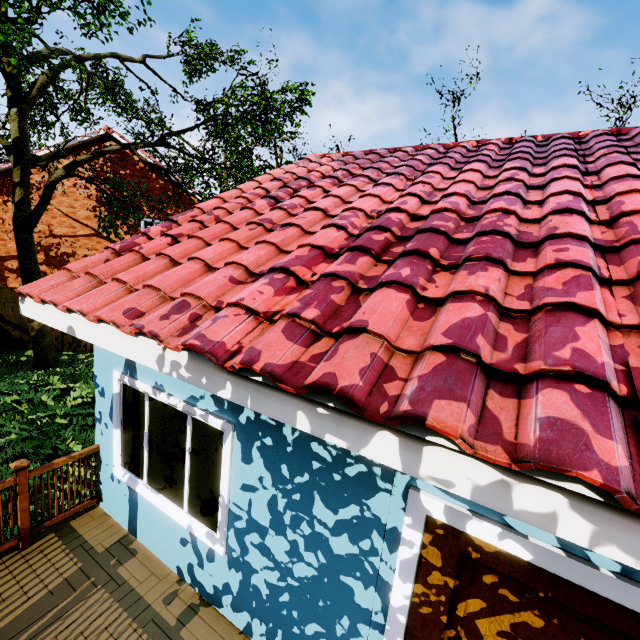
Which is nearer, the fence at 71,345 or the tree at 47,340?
the tree at 47,340

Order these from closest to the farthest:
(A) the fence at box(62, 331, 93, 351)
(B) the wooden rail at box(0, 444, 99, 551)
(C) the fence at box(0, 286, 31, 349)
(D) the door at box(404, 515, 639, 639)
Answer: (D) the door at box(404, 515, 639, 639), (B) the wooden rail at box(0, 444, 99, 551), (C) the fence at box(0, 286, 31, 349), (A) the fence at box(62, 331, 93, 351)

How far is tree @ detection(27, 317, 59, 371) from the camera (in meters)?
10.37

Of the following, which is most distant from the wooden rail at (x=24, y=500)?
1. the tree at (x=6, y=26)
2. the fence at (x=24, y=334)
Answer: the tree at (x=6, y=26)

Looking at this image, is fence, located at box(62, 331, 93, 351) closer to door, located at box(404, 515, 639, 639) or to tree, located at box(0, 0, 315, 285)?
tree, located at box(0, 0, 315, 285)

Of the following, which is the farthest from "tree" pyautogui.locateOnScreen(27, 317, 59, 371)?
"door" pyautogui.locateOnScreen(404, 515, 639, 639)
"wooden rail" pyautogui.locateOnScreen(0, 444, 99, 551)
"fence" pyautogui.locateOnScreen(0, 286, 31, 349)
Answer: "door" pyautogui.locateOnScreen(404, 515, 639, 639)

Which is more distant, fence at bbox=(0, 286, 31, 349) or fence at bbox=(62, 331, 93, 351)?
fence at bbox=(62, 331, 93, 351)

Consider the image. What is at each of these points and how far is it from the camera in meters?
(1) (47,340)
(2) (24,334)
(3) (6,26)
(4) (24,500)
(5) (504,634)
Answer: (1) tree, 10.6
(2) fence, 12.2
(3) tree, 7.2
(4) wooden rail, 3.7
(5) door, 2.0
